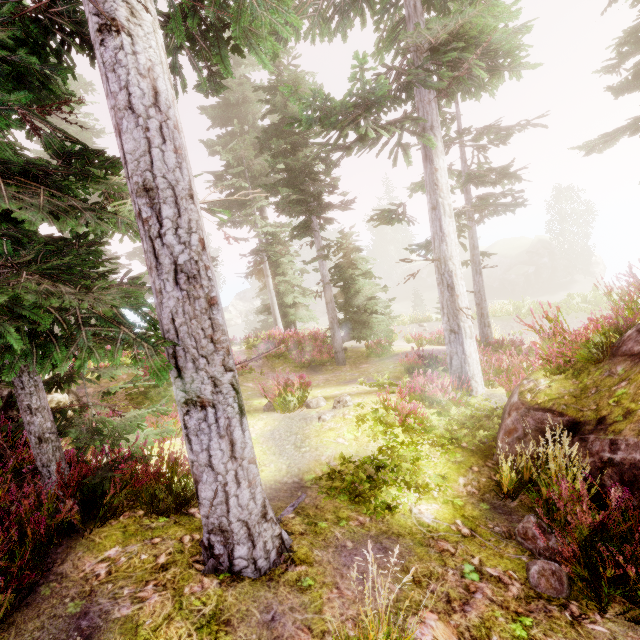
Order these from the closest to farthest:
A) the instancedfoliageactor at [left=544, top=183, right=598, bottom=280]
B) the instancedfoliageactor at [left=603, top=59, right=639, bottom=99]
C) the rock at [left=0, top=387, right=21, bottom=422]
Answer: the rock at [left=0, top=387, right=21, bottom=422]
the instancedfoliageactor at [left=603, top=59, right=639, bottom=99]
the instancedfoliageactor at [left=544, top=183, right=598, bottom=280]

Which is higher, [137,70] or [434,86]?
[434,86]

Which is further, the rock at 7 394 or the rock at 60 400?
the rock at 60 400

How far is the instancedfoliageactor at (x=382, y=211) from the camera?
10.15m

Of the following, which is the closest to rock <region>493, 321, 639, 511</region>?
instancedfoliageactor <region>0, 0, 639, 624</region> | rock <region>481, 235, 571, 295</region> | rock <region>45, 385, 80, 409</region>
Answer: instancedfoliageactor <region>0, 0, 639, 624</region>

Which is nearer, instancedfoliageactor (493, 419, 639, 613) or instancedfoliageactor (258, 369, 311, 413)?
instancedfoliageactor (493, 419, 639, 613)

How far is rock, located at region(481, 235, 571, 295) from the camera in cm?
4481
